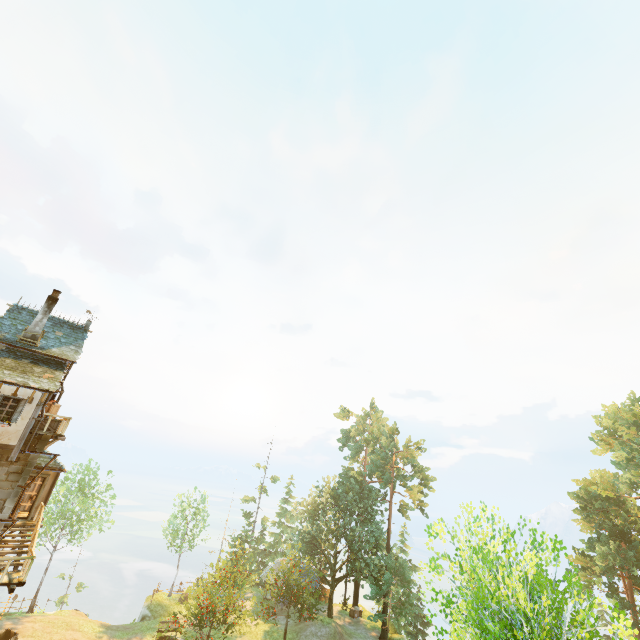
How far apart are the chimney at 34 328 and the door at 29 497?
8.0m

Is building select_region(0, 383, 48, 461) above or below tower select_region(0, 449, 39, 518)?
above

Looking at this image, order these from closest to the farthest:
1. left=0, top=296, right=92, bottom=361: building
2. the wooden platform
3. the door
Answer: the wooden platform, left=0, top=296, right=92, bottom=361: building, the door

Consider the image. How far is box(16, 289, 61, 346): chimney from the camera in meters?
17.9 m

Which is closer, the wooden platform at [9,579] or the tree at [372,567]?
the tree at [372,567]

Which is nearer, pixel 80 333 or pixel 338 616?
pixel 80 333

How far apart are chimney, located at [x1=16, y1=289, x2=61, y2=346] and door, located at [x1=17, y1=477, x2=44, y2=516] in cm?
800

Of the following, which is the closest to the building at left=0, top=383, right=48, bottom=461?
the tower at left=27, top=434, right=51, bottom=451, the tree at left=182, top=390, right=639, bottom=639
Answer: the tower at left=27, top=434, right=51, bottom=451
